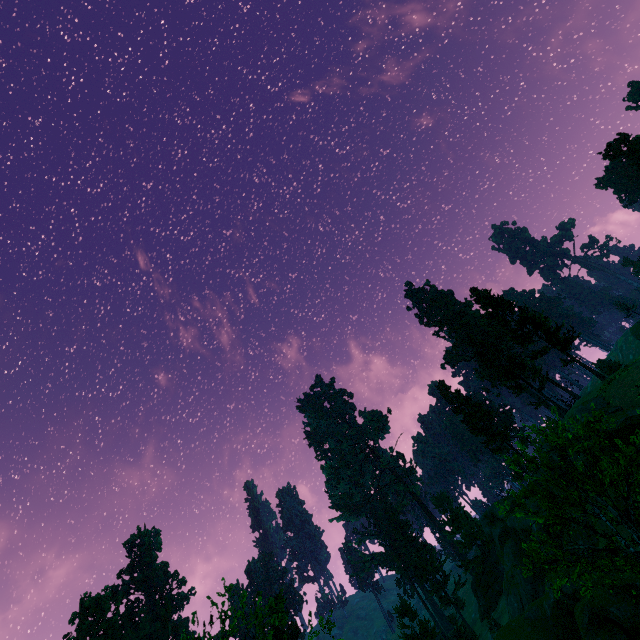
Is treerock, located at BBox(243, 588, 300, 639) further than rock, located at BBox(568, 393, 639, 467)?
No

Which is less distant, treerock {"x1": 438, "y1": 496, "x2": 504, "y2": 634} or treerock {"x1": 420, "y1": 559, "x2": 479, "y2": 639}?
treerock {"x1": 420, "y1": 559, "x2": 479, "y2": 639}

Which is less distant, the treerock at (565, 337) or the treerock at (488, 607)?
the treerock at (565, 337)

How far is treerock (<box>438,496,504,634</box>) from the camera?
53.12m

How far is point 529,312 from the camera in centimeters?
3569cm

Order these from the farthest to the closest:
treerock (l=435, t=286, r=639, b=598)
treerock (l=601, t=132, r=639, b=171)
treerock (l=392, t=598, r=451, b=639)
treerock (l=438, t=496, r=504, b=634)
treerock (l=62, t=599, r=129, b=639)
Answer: treerock (l=62, t=599, r=129, b=639) < treerock (l=438, t=496, r=504, b=634) < treerock (l=601, t=132, r=639, b=171) < treerock (l=392, t=598, r=451, b=639) < treerock (l=435, t=286, r=639, b=598)

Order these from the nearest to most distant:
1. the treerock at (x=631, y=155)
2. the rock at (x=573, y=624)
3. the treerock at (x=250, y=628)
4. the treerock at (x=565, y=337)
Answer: the treerock at (x=565, y=337)
the treerock at (x=250, y=628)
the rock at (x=573, y=624)
the treerock at (x=631, y=155)
